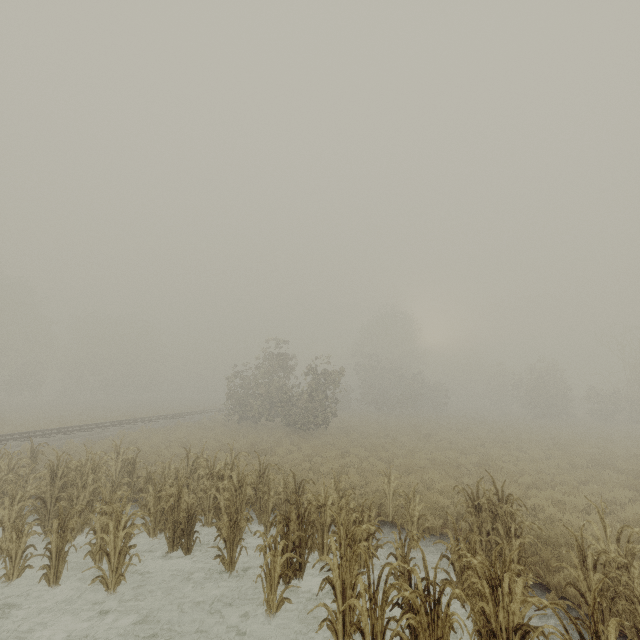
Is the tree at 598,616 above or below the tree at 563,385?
below

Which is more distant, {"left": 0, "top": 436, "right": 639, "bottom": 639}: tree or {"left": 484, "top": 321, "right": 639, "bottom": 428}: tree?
{"left": 484, "top": 321, "right": 639, "bottom": 428}: tree

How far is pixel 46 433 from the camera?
18.2m

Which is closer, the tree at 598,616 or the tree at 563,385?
the tree at 598,616

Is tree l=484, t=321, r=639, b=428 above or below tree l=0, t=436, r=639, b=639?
above
